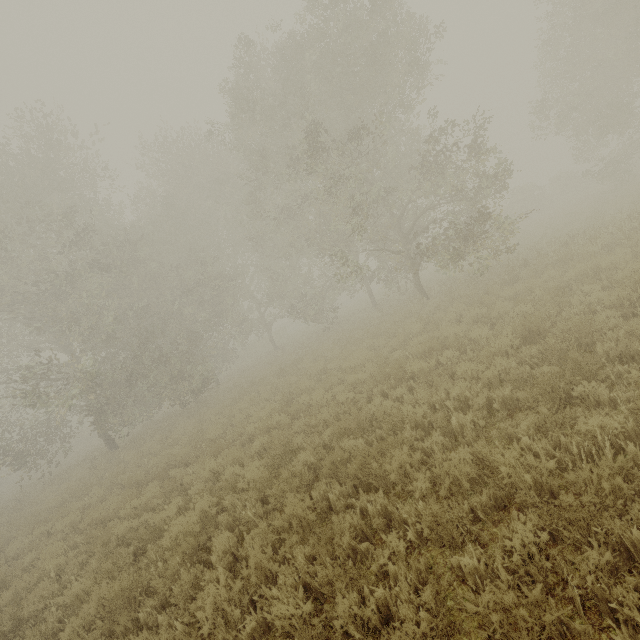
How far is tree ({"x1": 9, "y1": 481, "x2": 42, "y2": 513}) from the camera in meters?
15.7

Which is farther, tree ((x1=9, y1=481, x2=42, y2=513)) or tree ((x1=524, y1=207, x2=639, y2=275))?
tree ((x1=9, y1=481, x2=42, y2=513))

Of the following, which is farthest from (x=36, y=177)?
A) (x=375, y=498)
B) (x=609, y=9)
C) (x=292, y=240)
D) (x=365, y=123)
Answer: (x=609, y=9)

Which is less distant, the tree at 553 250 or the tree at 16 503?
the tree at 553 250

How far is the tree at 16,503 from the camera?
15.7m
